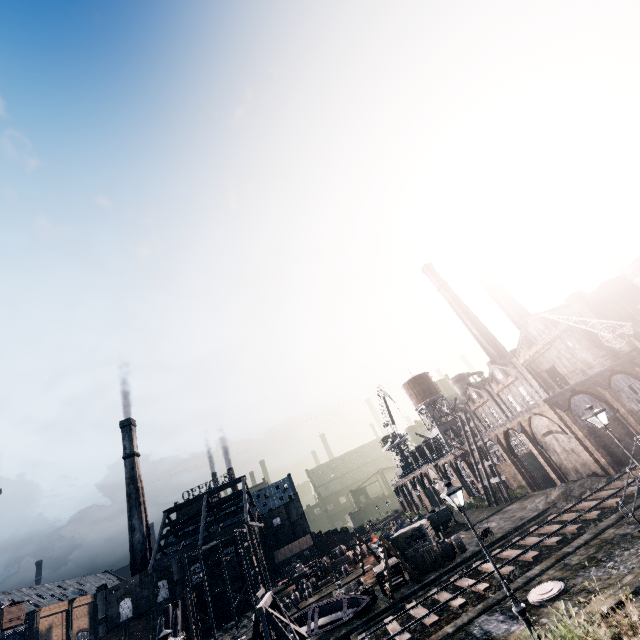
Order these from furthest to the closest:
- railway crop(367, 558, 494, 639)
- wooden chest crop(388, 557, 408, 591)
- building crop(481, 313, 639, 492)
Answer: building crop(481, 313, 639, 492), wooden chest crop(388, 557, 408, 591), railway crop(367, 558, 494, 639)

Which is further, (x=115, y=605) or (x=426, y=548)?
(x=115, y=605)

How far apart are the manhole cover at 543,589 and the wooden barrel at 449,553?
15.7m

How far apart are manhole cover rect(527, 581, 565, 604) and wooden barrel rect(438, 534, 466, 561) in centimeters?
1574cm

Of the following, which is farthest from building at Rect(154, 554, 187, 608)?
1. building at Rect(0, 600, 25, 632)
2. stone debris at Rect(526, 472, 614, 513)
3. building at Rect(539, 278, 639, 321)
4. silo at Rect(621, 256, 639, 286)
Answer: silo at Rect(621, 256, 639, 286)

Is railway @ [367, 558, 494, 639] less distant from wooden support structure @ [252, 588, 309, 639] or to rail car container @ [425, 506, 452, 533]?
wooden support structure @ [252, 588, 309, 639]

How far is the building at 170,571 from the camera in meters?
55.2

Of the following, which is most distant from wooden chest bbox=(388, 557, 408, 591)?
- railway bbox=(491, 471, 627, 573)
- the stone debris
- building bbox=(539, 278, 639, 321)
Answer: building bbox=(539, 278, 639, 321)
